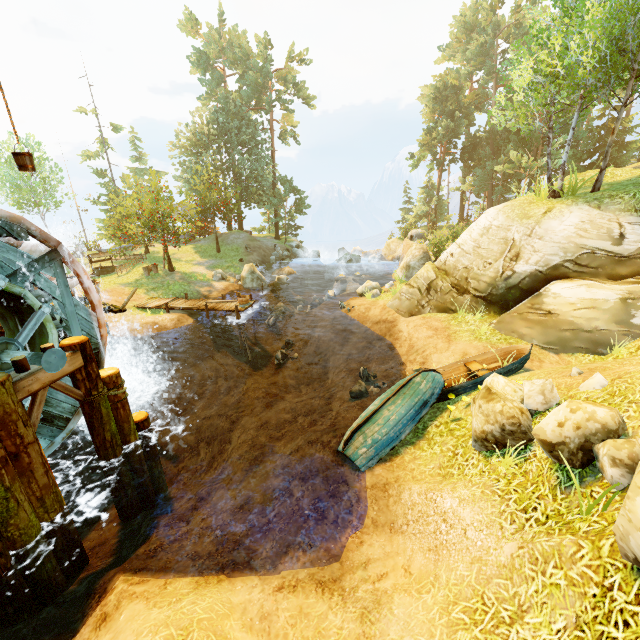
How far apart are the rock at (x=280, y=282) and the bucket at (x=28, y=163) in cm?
1878

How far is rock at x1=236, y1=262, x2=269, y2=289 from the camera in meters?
24.1

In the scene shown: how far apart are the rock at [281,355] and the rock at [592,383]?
13.05m

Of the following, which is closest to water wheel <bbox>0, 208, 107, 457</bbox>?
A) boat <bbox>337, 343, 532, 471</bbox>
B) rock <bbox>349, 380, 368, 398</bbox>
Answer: boat <bbox>337, 343, 532, 471</bbox>

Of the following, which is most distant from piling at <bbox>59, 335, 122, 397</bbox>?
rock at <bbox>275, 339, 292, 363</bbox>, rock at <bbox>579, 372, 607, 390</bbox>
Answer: rock at <bbox>579, 372, 607, 390</bbox>

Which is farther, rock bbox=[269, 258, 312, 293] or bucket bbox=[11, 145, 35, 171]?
rock bbox=[269, 258, 312, 293]

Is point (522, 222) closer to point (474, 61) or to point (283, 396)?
point (283, 396)

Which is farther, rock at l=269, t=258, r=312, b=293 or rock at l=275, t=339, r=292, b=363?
rock at l=269, t=258, r=312, b=293
